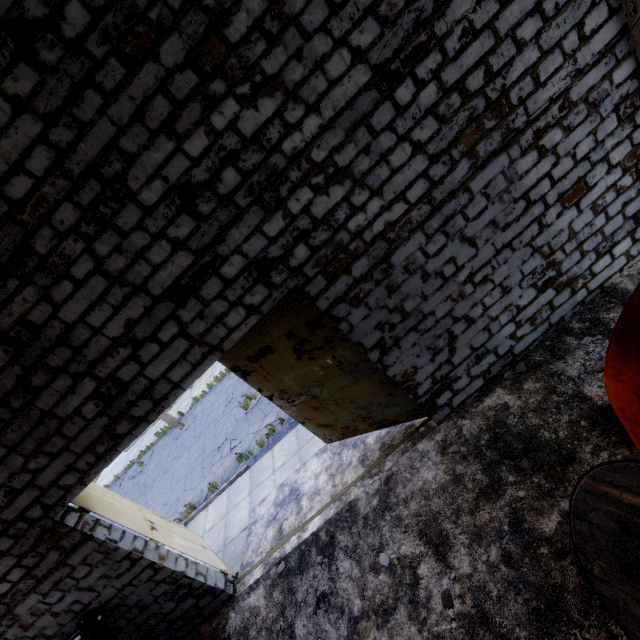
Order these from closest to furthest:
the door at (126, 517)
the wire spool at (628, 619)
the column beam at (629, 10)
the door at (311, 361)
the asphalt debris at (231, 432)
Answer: the wire spool at (628, 619) < the column beam at (629, 10) < the door at (311, 361) < the door at (126, 517) < the asphalt debris at (231, 432)

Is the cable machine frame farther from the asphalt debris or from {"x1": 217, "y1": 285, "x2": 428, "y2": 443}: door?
the asphalt debris

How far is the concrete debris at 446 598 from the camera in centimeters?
410cm

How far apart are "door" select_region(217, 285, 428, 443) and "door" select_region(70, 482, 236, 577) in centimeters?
329cm

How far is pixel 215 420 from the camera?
15.1 meters

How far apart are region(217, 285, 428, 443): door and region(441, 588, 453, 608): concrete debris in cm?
265

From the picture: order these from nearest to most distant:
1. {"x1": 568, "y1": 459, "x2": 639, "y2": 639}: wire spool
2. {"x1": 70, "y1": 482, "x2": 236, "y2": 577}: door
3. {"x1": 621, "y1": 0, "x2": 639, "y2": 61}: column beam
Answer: {"x1": 568, "y1": 459, "x2": 639, "y2": 639}: wire spool < {"x1": 621, "y1": 0, "x2": 639, "y2": 61}: column beam < {"x1": 70, "y1": 482, "x2": 236, "y2": 577}: door

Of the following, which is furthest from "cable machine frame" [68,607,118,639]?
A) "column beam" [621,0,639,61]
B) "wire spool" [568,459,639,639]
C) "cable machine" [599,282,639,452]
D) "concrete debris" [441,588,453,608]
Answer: "column beam" [621,0,639,61]
